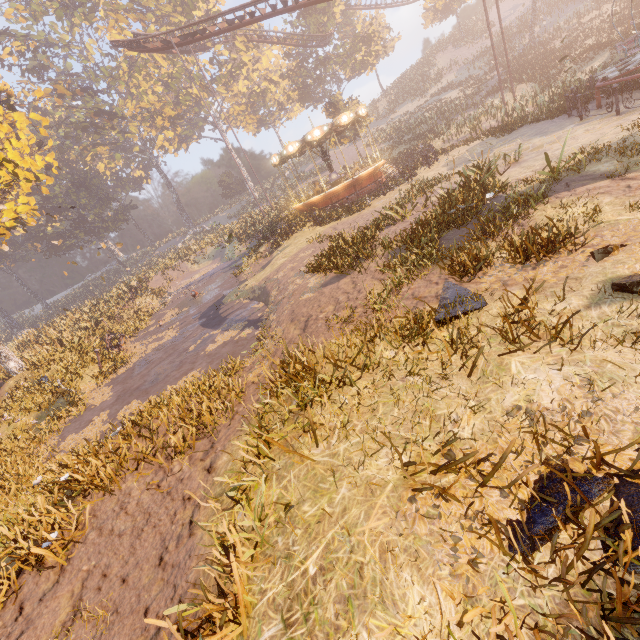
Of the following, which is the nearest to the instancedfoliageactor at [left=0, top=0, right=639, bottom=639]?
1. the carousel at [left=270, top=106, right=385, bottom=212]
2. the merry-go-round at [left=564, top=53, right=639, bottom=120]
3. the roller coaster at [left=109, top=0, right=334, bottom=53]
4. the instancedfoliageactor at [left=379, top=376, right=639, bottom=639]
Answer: the carousel at [left=270, top=106, right=385, bottom=212]

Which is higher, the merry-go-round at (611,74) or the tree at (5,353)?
the tree at (5,353)

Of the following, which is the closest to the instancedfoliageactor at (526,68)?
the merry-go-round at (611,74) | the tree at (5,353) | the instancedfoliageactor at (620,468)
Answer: the tree at (5,353)

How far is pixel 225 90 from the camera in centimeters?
5300cm

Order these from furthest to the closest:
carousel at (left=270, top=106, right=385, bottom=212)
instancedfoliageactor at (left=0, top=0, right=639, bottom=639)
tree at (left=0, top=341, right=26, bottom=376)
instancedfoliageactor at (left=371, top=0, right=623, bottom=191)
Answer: carousel at (left=270, top=106, right=385, bottom=212) → instancedfoliageactor at (left=371, top=0, right=623, bottom=191) → tree at (left=0, top=341, right=26, bottom=376) → instancedfoliageactor at (left=0, top=0, right=639, bottom=639)

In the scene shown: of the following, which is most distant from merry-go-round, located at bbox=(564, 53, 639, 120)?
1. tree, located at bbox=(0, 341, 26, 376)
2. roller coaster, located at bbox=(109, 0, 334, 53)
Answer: tree, located at bbox=(0, 341, 26, 376)

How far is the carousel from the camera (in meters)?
20.86

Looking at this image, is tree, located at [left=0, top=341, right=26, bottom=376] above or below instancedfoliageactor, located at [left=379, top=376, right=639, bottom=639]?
above
